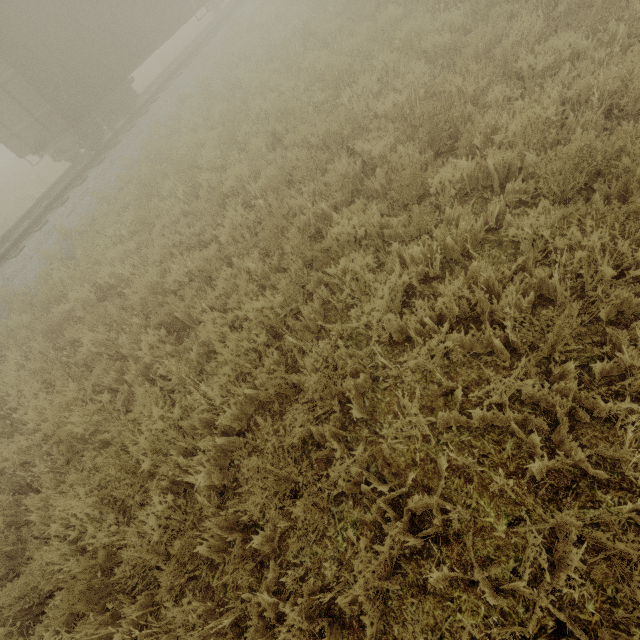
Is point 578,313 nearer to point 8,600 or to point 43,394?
point 8,600
